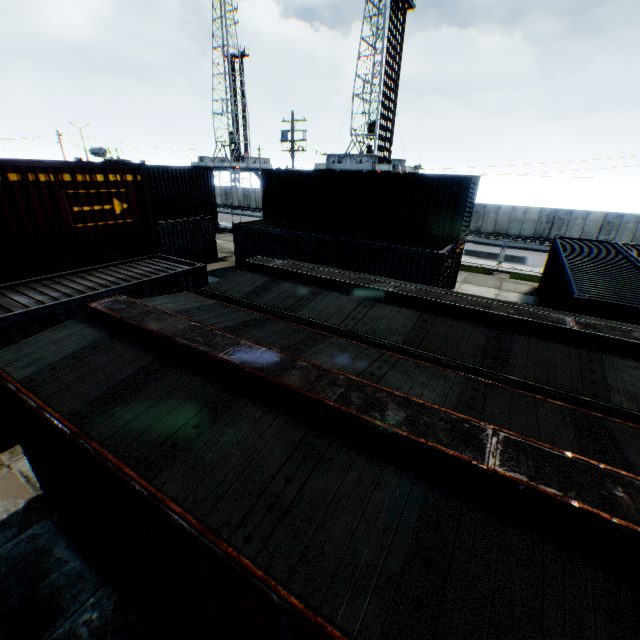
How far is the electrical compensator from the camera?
30.2 meters

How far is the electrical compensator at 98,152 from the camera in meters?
30.2

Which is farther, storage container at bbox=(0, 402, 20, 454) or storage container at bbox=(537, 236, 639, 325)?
storage container at bbox=(537, 236, 639, 325)

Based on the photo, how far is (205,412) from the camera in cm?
331

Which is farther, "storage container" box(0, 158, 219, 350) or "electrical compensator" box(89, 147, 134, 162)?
"electrical compensator" box(89, 147, 134, 162)

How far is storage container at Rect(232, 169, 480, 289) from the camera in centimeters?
1463cm

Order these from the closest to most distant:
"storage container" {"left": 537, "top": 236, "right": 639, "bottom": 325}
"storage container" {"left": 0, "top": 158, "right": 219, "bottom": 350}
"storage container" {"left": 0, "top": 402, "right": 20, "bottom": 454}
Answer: "storage container" {"left": 0, "top": 402, "right": 20, "bottom": 454} < "storage container" {"left": 0, "top": 158, "right": 219, "bottom": 350} < "storage container" {"left": 537, "top": 236, "right": 639, "bottom": 325}

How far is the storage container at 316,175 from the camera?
14.63m
